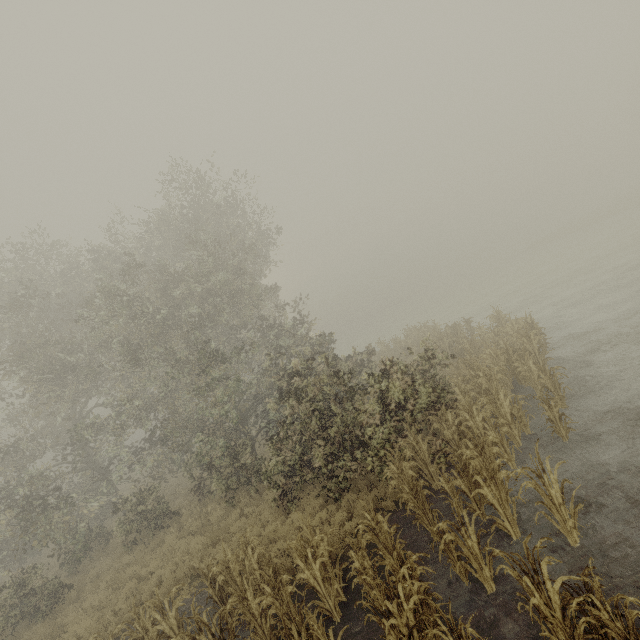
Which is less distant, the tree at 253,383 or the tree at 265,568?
the tree at 265,568

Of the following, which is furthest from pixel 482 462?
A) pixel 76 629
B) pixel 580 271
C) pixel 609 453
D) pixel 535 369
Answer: pixel 580 271

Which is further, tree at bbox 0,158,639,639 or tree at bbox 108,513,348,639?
tree at bbox 0,158,639,639
